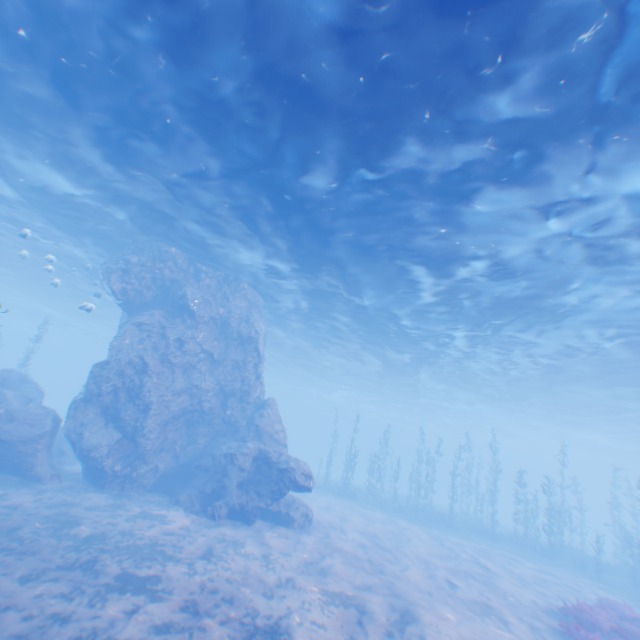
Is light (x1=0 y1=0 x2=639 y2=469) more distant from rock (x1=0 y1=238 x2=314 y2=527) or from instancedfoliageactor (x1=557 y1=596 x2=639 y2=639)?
instancedfoliageactor (x1=557 y1=596 x2=639 y2=639)

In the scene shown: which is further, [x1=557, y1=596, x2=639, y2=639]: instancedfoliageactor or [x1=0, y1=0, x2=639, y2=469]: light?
[x1=557, y1=596, x2=639, y2=639]: instancedfoliageactor

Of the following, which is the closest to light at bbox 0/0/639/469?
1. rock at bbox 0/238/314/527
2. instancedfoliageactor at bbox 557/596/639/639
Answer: rock at bbox 0/238/314/527

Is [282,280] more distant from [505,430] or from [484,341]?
[505,430]

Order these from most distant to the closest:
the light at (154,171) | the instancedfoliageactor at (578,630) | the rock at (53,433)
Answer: the rock at (53,433) → the instancedfoliageactor at (578,630) → the light at (154,171)

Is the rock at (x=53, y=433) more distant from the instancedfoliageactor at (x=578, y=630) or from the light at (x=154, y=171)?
the instancedfoliageactor at (x=578, y=630)

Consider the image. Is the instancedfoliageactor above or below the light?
below
